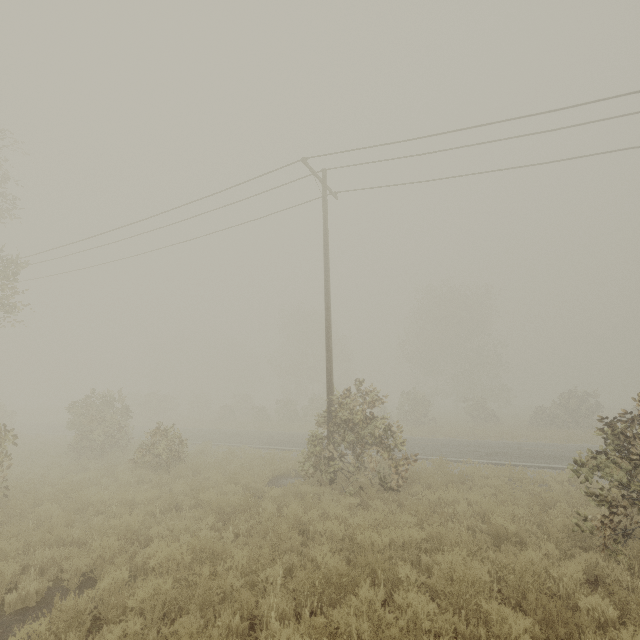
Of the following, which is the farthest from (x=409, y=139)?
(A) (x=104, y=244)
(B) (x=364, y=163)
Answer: (A) (x=104, y=244)
